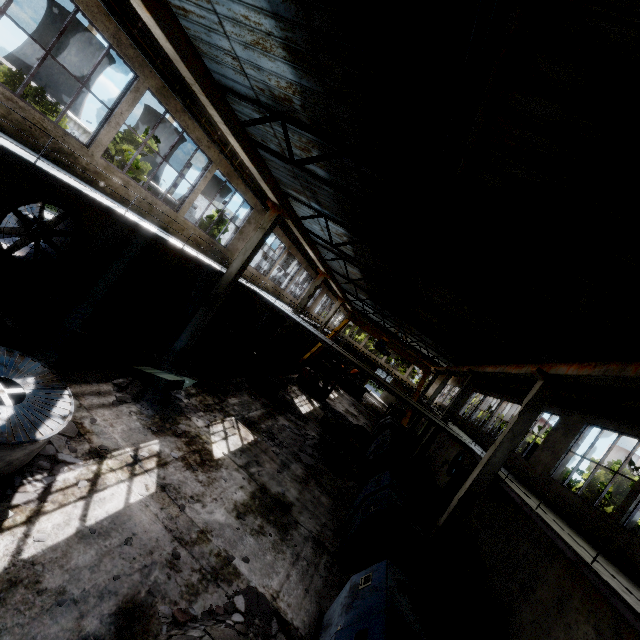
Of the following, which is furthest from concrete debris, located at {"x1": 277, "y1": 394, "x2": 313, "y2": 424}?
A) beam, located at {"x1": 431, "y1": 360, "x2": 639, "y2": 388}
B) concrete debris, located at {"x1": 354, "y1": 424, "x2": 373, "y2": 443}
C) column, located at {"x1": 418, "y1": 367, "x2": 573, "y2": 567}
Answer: beam, located at {"x1": 431, "y1": 360, "x2": 639, "y2": 388}

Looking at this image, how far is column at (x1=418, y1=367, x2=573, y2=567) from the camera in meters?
10.7

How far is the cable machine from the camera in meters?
15.1

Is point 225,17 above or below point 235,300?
above

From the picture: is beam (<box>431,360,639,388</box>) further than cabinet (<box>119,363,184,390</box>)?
No

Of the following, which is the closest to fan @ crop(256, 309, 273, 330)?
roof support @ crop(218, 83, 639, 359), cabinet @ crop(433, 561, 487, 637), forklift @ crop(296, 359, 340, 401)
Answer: forklift @ crop(296, 359, 340, 401)

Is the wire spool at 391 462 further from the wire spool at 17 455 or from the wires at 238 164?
the wires at 238 164

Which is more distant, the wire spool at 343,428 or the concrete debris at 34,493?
the wire spool at 343,428
